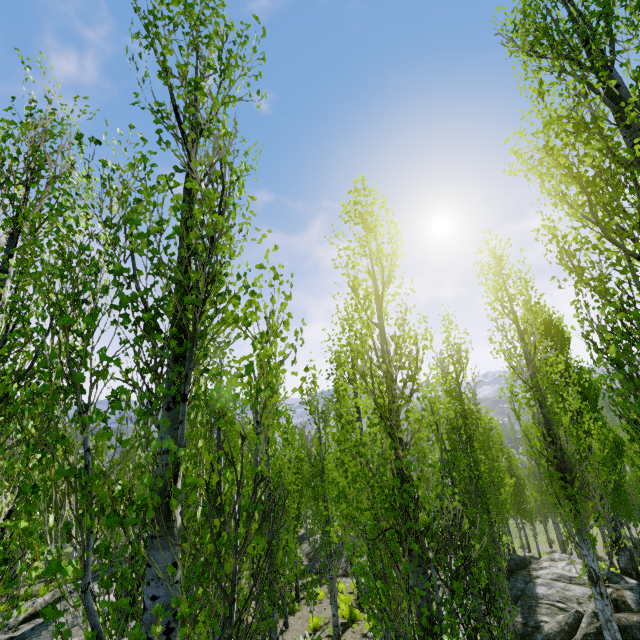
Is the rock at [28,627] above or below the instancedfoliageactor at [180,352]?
below

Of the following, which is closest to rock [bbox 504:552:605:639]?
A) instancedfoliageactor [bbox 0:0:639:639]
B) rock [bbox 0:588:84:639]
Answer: instancedfoliageactor [bbox 0:0:639:639]

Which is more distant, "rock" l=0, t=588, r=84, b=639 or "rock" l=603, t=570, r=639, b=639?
"rock" l=603, t=570, r=639, b=639

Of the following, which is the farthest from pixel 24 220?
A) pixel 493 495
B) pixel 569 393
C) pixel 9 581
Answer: pixel 569 393

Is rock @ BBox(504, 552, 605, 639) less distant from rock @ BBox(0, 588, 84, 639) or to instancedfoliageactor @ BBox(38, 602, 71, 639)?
instancedfoliageactor @ BBox(38, 602, 71, 639)

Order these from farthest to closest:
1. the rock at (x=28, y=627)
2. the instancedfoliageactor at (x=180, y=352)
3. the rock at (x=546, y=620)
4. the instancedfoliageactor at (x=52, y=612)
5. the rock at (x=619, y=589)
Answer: the rock at (x=546, y=620) < the rock at (x=619, y=589) < the rock at (x=28, y=627) < the instancedfoliageactor at (x=180, y=352) < the instancedfoliageactor at (x=52, y=612)
